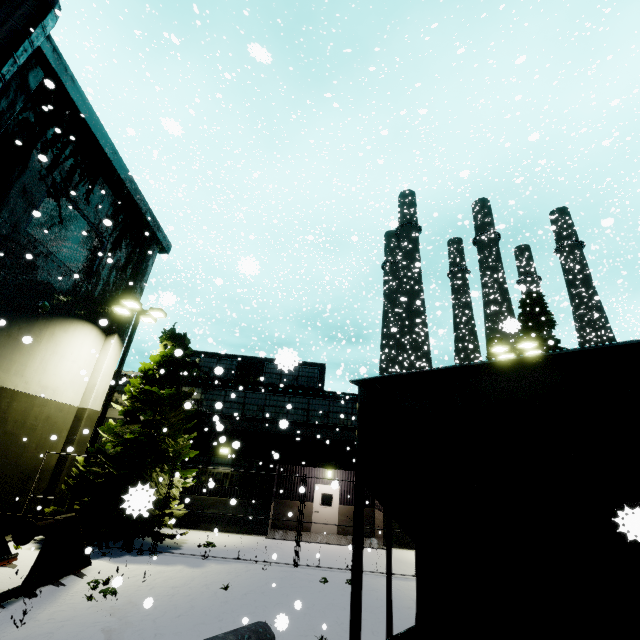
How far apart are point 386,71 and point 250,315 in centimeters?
3095cm

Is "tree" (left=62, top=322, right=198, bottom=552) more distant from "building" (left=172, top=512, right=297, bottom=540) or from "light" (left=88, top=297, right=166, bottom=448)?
"building" (left=172, top=512, right=297, bottom=540)

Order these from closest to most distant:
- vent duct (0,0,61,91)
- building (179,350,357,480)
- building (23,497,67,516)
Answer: vent duct (0,0,61,91) < building (23,497,67,516) < building (179,350,357,480)

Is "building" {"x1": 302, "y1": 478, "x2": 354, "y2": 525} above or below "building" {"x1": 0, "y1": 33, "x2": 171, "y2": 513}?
below

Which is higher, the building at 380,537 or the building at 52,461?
the building at 52,461

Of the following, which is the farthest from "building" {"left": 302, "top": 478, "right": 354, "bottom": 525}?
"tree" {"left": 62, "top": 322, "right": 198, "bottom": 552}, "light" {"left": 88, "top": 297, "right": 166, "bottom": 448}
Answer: "tree" {"left": 62, "top": 322, "right": 198, "bottom": 552}

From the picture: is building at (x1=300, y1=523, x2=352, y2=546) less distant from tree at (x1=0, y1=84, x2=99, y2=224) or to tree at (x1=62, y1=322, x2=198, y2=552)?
tree at (x1=0, y1=84, x2=99, y2=224)

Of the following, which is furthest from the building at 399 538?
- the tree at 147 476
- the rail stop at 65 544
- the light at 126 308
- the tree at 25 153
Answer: the tree at 147 476
